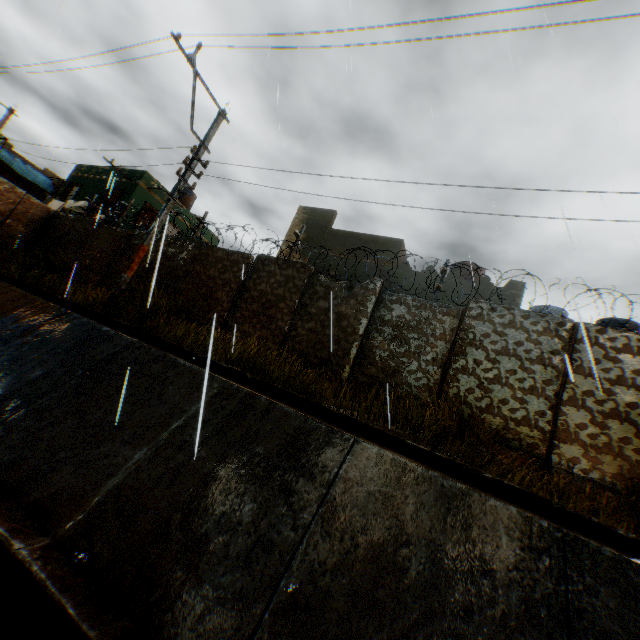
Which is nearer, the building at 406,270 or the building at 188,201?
the building at 406,270

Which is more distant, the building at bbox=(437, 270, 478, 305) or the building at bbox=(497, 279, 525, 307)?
the building at bbox=(437, 270, 478, 305)

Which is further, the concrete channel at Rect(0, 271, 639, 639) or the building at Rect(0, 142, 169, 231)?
the building at Rect(0, 142, 169, 231)

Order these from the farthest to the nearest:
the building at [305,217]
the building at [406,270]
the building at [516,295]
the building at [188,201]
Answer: the building at [188,201] → the building at [305,217] → the building at [406,270] → the building at [516,295]

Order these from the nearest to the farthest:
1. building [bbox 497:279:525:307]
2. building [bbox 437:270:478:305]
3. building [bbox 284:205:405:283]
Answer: building [bbox 497:279:525:307], building [bbox 437:270:478:305], building [bbox 284:205:405:283]

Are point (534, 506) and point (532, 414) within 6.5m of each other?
yes

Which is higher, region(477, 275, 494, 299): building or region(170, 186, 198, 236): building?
region(170, 186, 198, 236): building

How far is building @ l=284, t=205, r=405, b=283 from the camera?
14.0 meters
